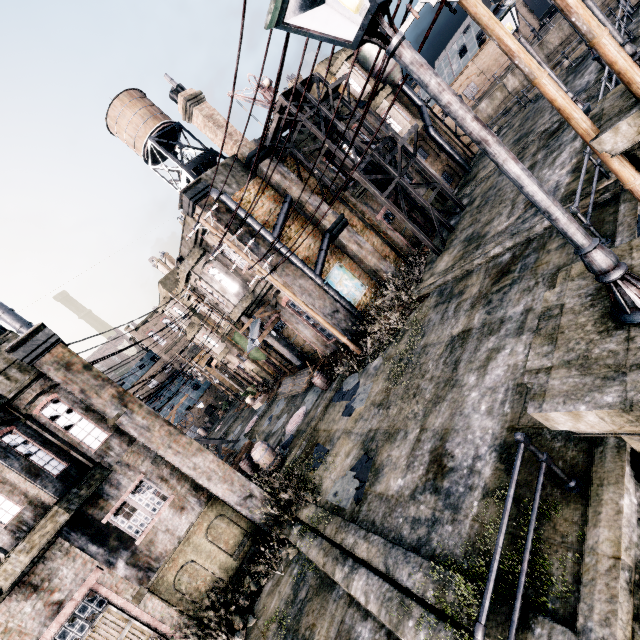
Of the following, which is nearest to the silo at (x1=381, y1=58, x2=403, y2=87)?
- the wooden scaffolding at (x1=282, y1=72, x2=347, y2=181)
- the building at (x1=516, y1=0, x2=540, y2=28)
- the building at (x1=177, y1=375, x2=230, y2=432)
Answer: the wooden scaffolding at (x1=282, y1=72, x2=347, y2=181)

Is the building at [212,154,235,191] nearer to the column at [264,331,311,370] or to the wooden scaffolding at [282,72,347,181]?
the wooden scaffolding at [282,72,347,181]

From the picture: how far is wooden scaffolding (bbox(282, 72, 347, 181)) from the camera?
16.1m

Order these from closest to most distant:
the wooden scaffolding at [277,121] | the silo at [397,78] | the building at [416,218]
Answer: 1. the wooden scaffolding at [277,121]
2. the building at [416,218]
3. the silo at [397,78]

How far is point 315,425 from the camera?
14.7m

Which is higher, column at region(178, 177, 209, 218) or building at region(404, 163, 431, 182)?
column at region(178, 177, 209, 218)

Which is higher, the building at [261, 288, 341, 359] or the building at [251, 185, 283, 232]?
the building at [251, 185, 283, 232]

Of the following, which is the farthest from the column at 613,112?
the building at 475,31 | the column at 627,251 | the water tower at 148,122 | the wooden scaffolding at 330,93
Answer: the building at 475,31
